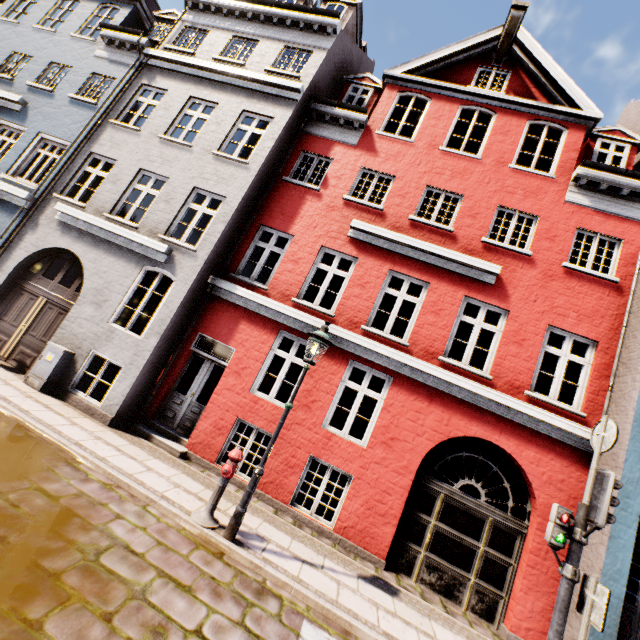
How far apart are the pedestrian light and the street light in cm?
416

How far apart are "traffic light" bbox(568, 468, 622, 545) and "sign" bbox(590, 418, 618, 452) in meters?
0.3 m

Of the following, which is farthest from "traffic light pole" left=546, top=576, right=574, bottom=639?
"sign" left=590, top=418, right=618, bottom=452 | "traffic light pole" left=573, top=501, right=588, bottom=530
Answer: "sign" left=590, top=418, right=618, bottom=452

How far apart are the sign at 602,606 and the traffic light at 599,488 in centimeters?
38cm

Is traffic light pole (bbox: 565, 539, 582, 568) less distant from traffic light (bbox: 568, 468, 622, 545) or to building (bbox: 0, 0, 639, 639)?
traffic light (bbox: 568, 468, 622, 545)

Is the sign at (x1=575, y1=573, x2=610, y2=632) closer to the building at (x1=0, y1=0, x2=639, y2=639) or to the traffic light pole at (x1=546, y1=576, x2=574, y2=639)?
the traffic light pole at (x1=546, y1=576, x2=574, y2=639)

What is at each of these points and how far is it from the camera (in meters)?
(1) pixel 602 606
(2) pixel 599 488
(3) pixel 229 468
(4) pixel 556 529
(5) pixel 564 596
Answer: (1) sign, 4.14
(2) traffic light, 4.48
(3) hydrant, 5.33
(4) pedestrian light, 4.61
(5) traffic light pole, 4.37

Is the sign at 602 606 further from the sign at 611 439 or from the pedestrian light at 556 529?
the sign at 611 439
